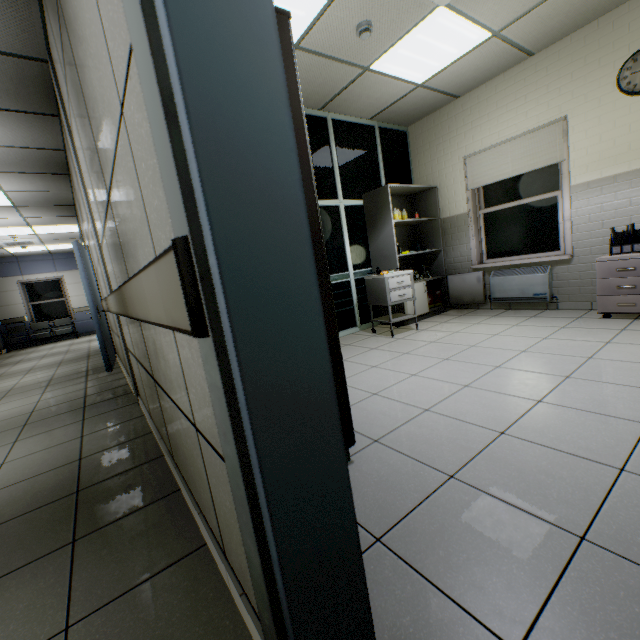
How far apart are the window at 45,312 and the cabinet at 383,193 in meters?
13.0

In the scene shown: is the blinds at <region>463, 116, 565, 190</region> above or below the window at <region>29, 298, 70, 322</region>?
above

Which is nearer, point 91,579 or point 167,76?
point 167,76

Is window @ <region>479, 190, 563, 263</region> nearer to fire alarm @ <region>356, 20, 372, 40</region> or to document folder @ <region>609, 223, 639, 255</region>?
document folder @ <region>609, 223, 639, 255</region>

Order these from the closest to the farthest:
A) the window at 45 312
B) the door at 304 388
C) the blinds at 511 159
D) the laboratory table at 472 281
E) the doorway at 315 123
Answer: the door at 304 388 < the blinds at 511 159 < the doorway at 315 123 < the laboratory table at 472 281 < the window at 45 312

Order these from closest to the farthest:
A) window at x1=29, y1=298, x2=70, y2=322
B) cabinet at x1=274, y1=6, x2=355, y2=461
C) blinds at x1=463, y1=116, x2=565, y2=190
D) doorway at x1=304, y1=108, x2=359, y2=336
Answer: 1. cabinet at x1=274, y1=6, x2=355, y2=461
2. blinds at x1=463, y1=116, x2=565, y2=190
3. doorway at x1=304, y1=108, x2=359, y2=336
4. window at x1=29, y1=298, x2=70, y2=322

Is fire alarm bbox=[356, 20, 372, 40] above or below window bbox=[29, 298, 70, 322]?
above

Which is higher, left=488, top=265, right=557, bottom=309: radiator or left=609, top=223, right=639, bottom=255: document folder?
left=609, top=223, right=639, bottom=255: document folder
